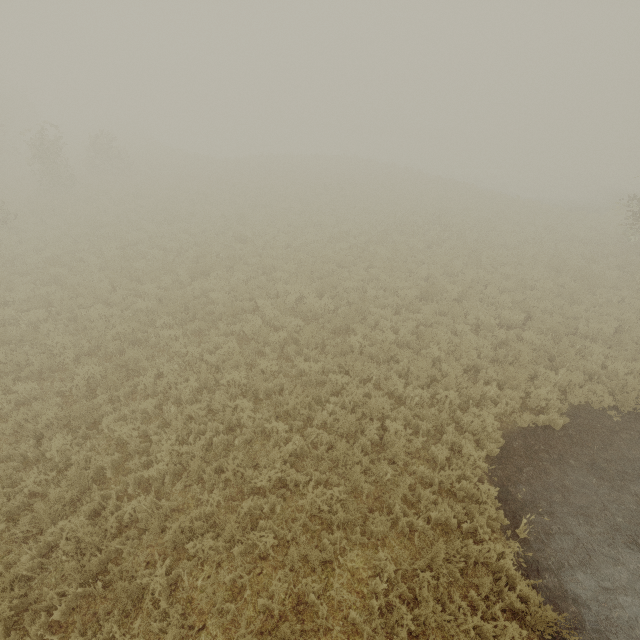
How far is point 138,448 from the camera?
6.9 meters
